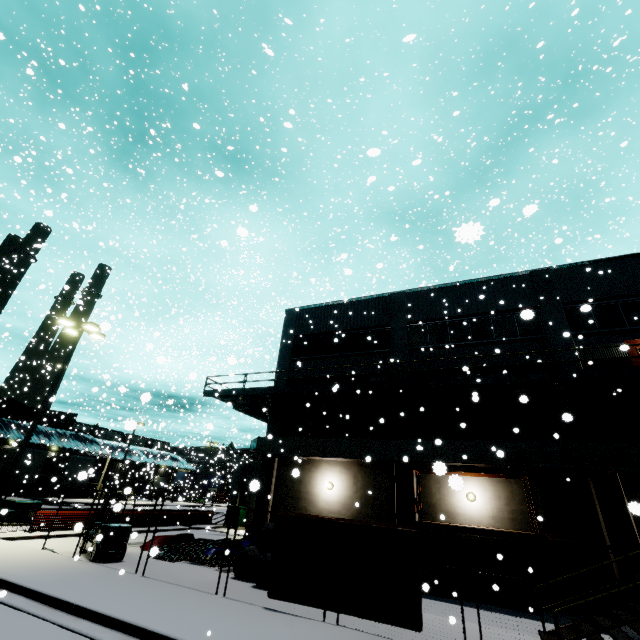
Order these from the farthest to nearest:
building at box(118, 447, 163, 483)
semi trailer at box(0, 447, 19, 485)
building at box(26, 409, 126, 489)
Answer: building at box(26, 409, 126, 489)
semi trailer at box(0, 447, 19, 485)
building at box(118, 447, 163, 483)

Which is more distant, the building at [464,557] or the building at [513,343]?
the building at [513,343]

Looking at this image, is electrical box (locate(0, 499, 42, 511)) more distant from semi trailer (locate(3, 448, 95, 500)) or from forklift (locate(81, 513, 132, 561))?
forklift (locate(81, 513, 132, 561))

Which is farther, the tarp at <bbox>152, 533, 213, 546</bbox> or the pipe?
the tarp at <bbox>152, 533, 213, 546</bbox>

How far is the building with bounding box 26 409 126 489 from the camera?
38.9 meters

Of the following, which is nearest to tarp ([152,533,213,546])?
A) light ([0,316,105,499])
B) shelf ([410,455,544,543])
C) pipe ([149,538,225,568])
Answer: pipe ([149,538,225,568])

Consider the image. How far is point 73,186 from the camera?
16.3 meters
